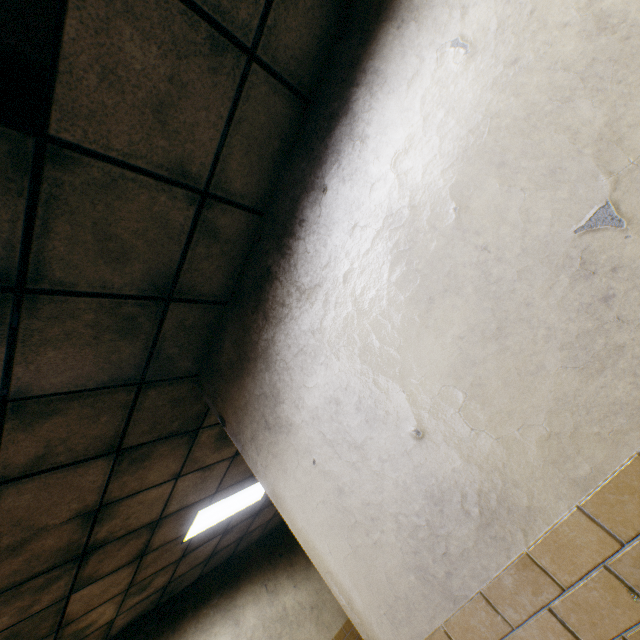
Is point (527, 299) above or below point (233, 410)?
below

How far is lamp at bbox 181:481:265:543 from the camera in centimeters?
401cm

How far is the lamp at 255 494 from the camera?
4.0 meters
